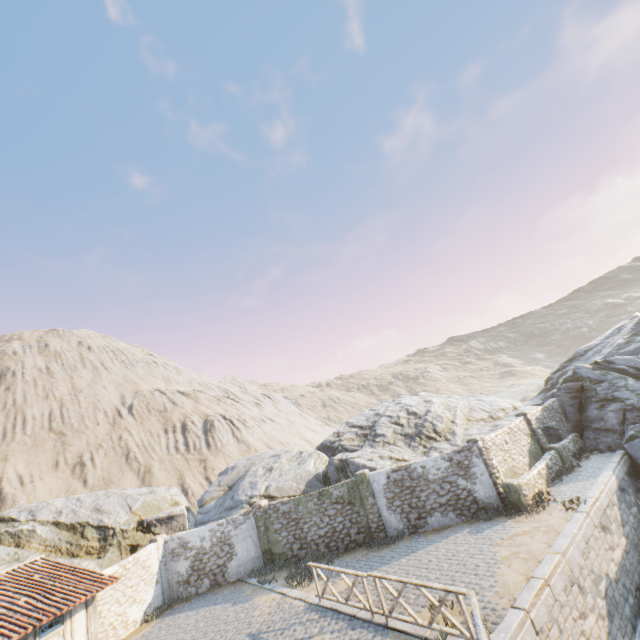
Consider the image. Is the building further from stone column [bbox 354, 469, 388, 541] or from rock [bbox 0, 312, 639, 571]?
stone column [bbox 354, 469, 388, 541]

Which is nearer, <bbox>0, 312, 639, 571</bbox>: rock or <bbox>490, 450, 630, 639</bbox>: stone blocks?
<bbox>490, 450, 630, 639</bbox>: stone blocks

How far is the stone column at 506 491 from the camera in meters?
13.8

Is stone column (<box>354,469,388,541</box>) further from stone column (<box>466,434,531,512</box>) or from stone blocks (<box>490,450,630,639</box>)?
stone column (<box>466,434,531,512</box>)

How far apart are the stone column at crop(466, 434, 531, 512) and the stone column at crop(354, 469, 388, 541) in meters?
5.1 m

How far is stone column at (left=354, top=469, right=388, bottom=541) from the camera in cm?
1570

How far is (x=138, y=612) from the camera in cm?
1548

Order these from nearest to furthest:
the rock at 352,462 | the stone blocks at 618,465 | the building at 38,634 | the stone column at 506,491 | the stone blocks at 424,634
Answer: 1. the stone blocks at 618,465
2. the stone blocks at 424,634
3. the building at 38,634
4. the stone column at 506,491
5. the rock at 352,462
